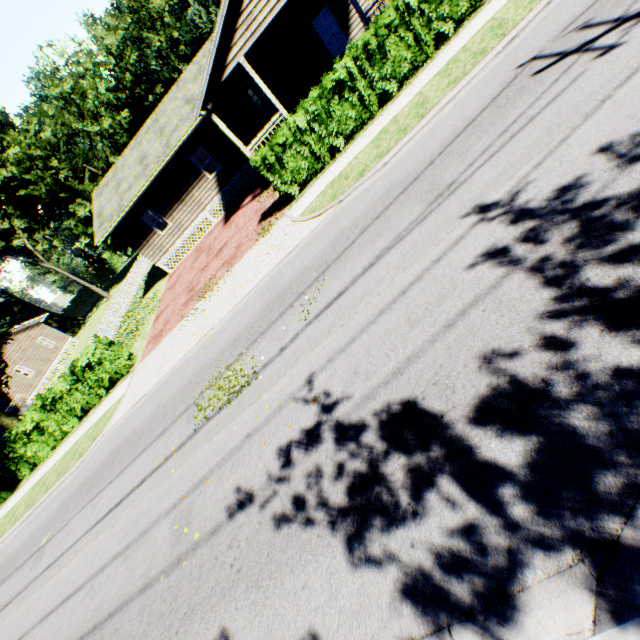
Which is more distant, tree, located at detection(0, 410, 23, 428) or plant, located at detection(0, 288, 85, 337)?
plant, located at detection(0, 288, 85, 337)

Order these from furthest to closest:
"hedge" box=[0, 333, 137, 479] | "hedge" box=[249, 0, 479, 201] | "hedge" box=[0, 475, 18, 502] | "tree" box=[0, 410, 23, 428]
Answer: "hedge" box=[0, 475, 18, 502]
"tree" box=[0, 410, 23, 428]
"hedge" box=[0, 333, 137, 479]
"hedge" box=[249, 0, 479, 201]

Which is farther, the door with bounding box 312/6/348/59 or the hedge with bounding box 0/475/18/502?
the hedge with bounding box 0/475/18/502

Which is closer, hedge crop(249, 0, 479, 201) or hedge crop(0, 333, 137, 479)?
hedge crop(249, 0, 479, 201)

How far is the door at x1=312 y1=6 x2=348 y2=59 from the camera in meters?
17.3

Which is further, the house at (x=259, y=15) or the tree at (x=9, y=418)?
the tree at (x=9, y=418)

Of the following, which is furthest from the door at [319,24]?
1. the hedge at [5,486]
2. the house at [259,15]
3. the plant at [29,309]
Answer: the plant at [29,309]

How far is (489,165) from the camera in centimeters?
609cm
